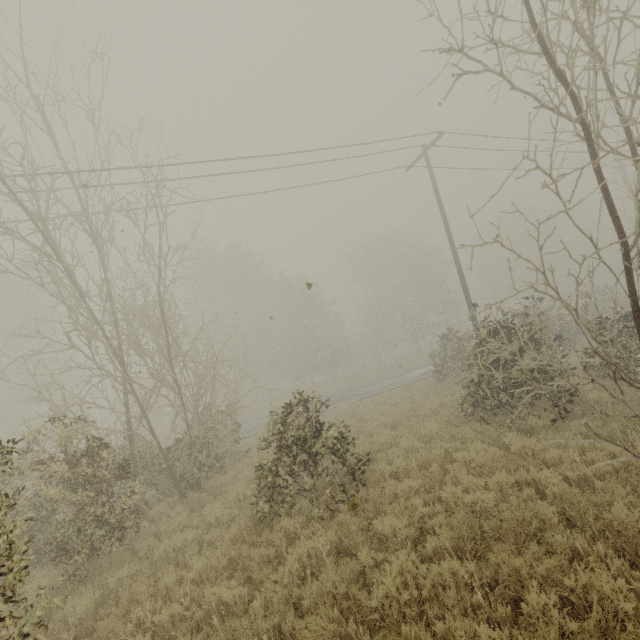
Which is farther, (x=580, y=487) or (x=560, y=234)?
(x=560, y=234)
